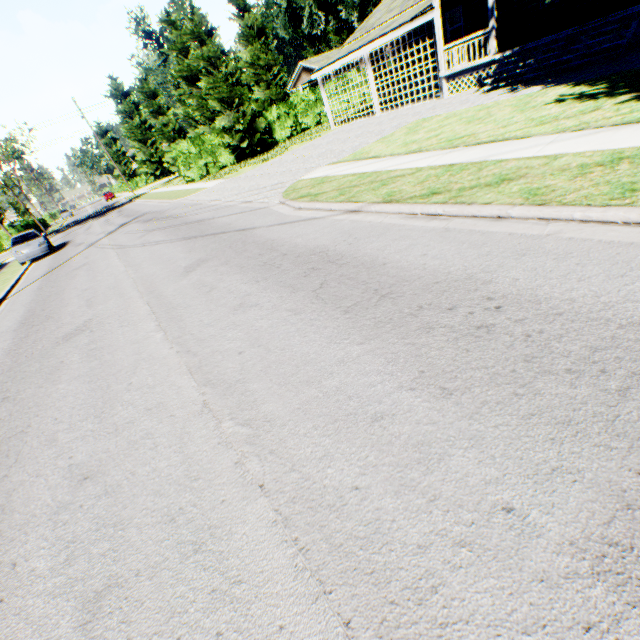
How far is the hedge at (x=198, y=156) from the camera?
25.8 meters

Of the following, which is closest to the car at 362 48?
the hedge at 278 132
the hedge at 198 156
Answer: the hedge at 278 132

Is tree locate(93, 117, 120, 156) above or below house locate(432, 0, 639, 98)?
above

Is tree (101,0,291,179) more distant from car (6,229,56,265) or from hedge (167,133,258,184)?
car (6,229,56,265)

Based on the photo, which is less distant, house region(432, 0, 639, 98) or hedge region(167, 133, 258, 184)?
house region(432, 0, 639, 98)

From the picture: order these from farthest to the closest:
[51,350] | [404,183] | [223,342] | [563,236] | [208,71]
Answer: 1. [208,71]
2. [404,183]
3. [51,350]
4. [223,342]
5. [563,236]

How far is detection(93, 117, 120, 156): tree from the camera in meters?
57.9 m

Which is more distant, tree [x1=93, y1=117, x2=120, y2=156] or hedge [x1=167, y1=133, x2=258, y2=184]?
tree [x1=93, y1=117, x2=120, y2=156]
